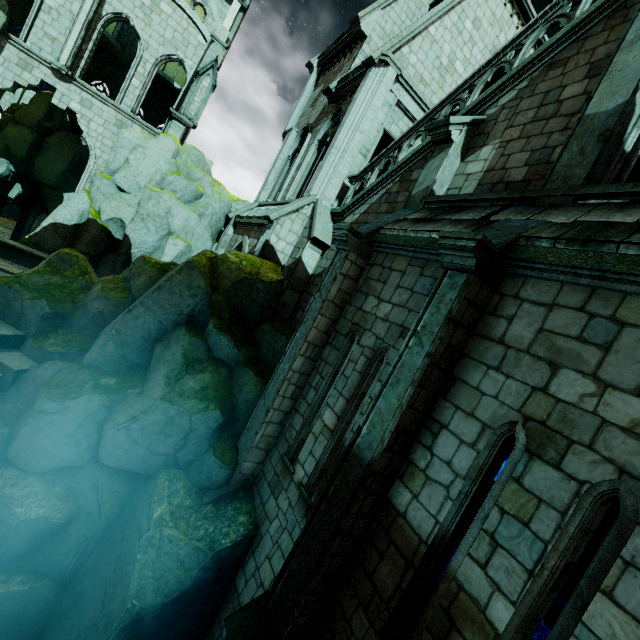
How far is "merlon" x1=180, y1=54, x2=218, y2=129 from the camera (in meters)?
16.36

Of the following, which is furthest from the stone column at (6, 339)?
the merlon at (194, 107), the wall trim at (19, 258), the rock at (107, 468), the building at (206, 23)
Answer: the merlon at (194, 107)

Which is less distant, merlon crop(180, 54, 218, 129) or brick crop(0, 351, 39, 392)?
brick crop(0, 351, 39, 392)

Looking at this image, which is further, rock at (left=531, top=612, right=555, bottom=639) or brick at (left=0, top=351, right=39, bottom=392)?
rock at (left=531, top=612, right=555, bottom=639)

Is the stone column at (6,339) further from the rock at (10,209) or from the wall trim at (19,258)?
the rock at (10,209)

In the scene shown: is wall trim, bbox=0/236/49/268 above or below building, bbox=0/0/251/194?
below

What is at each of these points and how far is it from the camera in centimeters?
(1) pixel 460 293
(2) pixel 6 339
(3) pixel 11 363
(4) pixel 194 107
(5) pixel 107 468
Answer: (1) building, 423cm
(2) stone column, 785cm
(3) brick, 729cm
(4) merlon, 1672cm
(5) rock, 695cm

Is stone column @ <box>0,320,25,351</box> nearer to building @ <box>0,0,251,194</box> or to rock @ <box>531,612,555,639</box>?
rock @ <box>531,612,555,639</box>
